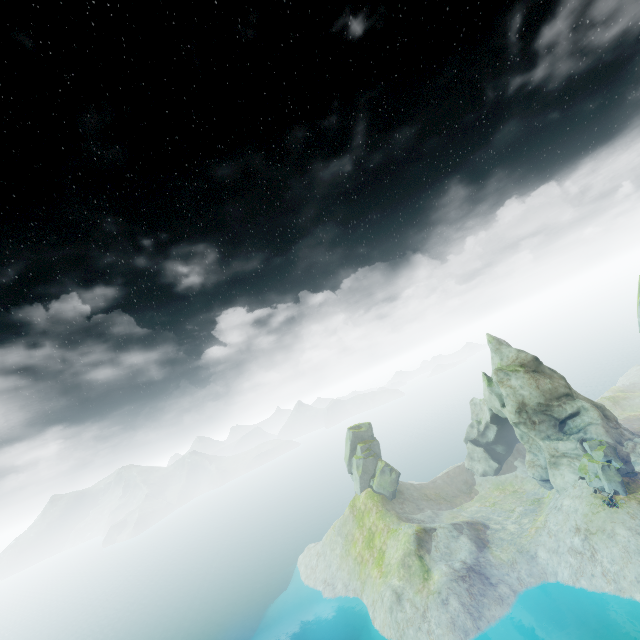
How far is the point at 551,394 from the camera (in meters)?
59.81
